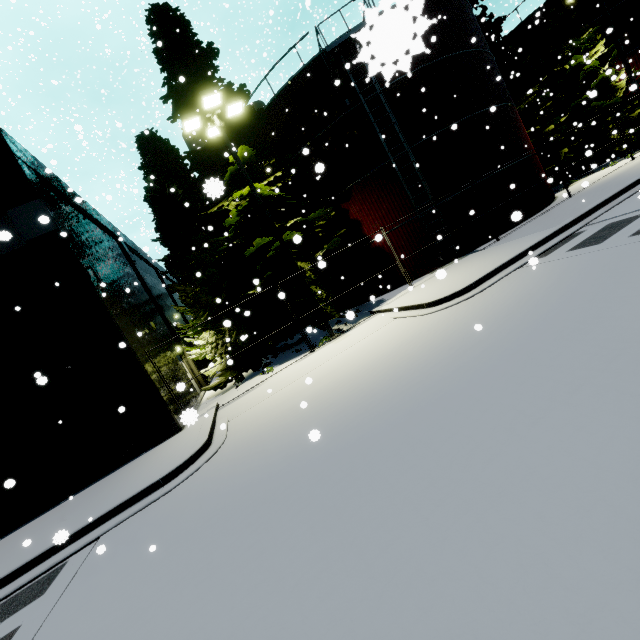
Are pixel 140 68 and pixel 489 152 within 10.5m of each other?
no

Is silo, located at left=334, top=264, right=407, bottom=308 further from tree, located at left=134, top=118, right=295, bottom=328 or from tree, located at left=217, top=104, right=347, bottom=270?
tree, located at left=134, top=118, right=295, bottom=328

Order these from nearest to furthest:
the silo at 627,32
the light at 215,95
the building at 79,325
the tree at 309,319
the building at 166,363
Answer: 1. the building at 79,325
2. the light at 215,95
3. the building at 166,363
4. the tree at 309,319
5. the silo at 627,32

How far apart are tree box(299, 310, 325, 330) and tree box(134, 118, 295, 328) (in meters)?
5.10

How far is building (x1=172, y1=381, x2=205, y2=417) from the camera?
3.4m

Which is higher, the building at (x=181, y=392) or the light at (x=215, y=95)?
the light at (x=215, y=95)

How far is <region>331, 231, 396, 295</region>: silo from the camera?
17.3m
